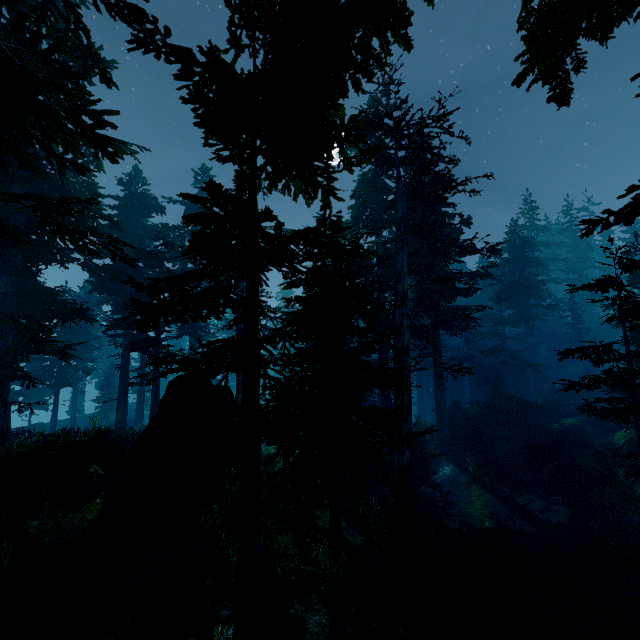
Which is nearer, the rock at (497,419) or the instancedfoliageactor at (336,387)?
the instancedfoliageactor at (336,387)

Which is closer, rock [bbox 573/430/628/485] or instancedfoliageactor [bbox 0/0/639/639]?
instancedfoliageactor [bbox 0/0/639/639]

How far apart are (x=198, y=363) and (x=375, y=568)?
9.7 meters

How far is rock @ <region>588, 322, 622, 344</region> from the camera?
44.8m

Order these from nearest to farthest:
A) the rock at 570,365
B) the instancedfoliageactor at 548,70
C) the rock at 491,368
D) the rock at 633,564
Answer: the instancedfoliageactor at 548,70 → the rock at 633,564 → the rock at 570,365 → the rock at 491,368

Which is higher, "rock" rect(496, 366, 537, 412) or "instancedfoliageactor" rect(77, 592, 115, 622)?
"rock" rect(496, 366, 537, 412)
